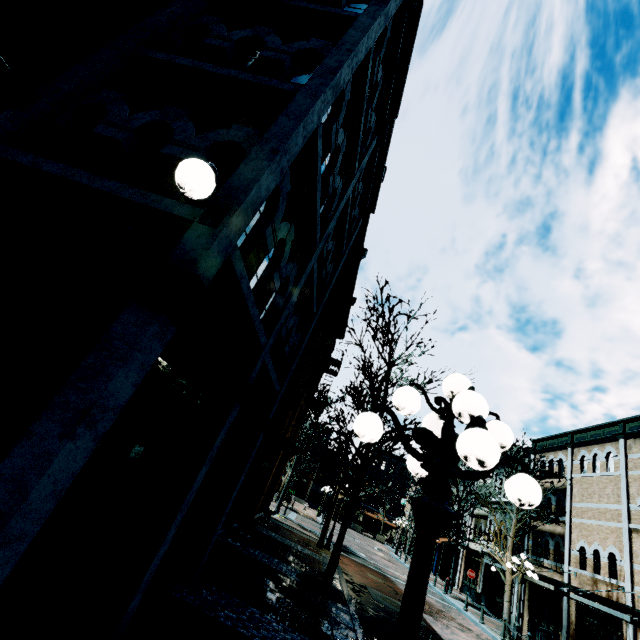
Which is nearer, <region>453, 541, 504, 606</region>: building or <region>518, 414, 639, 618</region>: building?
<region>518, 414, 639, 618</region>: building

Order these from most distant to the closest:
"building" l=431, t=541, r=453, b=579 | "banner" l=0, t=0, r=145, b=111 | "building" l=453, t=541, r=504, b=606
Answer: "building" l=431, t=541, r=453, b=579 → "building" l=453, t=541, r=504, b=606 → "banner" l=0, t=0, r=145, b=111

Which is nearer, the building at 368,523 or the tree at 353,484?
the tree at 353,484

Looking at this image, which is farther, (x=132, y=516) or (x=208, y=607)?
(x=208, y=607)

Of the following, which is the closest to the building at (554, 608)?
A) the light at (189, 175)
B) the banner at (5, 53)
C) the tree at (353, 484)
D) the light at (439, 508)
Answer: the tree at (353, 484)

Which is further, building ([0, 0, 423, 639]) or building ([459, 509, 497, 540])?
building ([459, 509, 497, 540])

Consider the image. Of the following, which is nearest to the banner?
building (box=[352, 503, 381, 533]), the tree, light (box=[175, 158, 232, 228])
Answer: light (box=[175, 158, 232, 228])
